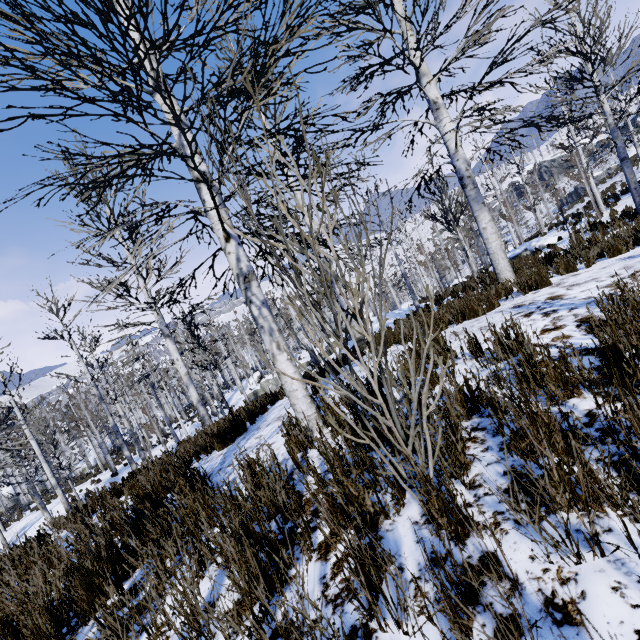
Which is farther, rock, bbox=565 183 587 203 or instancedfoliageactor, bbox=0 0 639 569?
rock, bbox=565 183 587 203

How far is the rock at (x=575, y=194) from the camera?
53.3m

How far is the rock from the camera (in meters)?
53.28

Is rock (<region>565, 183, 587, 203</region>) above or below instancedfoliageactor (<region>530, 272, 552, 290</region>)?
above

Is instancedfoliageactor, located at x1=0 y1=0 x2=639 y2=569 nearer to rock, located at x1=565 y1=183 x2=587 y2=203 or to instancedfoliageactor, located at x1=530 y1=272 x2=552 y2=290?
instancedfoliageactor, located at x1=530 y1=272 x2=552 y2=290

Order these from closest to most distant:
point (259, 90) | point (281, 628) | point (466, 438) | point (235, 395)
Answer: point (281, 628) → point (466, 438) → point (259, 90) → point (235, 395)

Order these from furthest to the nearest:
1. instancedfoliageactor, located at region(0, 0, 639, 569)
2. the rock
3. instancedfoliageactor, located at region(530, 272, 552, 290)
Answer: the rock
instancedfoliageactor, located at region(530, 272, 552, 290)
instancedfoliageactor, located at region(0, 0, 639, 569)

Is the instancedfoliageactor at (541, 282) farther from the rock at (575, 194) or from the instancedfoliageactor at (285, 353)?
the rock at (575, 194)
